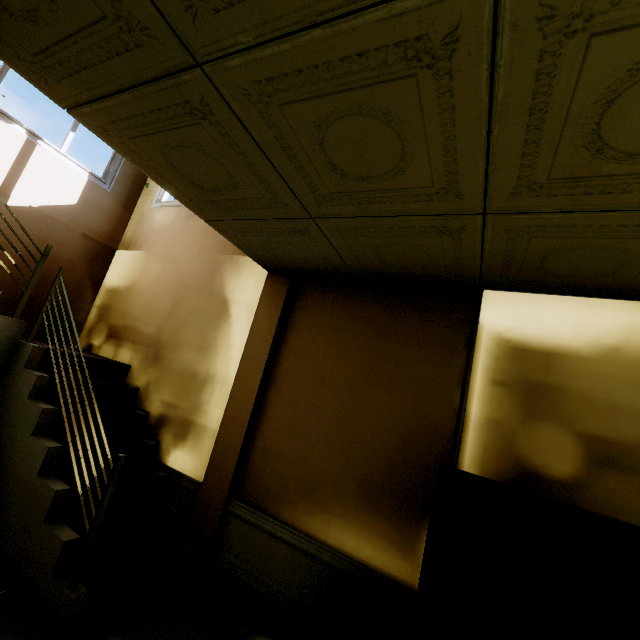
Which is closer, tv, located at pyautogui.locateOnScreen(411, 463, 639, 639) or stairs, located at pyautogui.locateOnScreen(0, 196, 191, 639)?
tv, located at pyautogui.locateOnScreen(411, 463, 639, 639)

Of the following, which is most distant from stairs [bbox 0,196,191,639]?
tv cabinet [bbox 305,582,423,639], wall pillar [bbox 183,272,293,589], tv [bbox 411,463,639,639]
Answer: tv [bbox 411,463,639,639]

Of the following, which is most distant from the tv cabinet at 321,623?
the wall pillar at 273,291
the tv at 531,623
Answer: the wall pillar at 273,291

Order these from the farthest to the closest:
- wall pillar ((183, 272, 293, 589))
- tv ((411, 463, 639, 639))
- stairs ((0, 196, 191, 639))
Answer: wall pillar ((183, 272, 293, 589)), stairs ((0, 196, 191, 639)), tv ((411, 463, 639, 639))

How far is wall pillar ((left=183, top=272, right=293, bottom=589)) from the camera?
2.70m

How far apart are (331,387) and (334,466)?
0.61m

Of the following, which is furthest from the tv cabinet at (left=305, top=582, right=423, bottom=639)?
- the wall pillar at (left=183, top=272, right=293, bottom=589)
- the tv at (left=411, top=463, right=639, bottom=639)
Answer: the wall pillar at (left=183, top=272, right=293, bottom=589)

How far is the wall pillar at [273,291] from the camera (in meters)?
2.70
